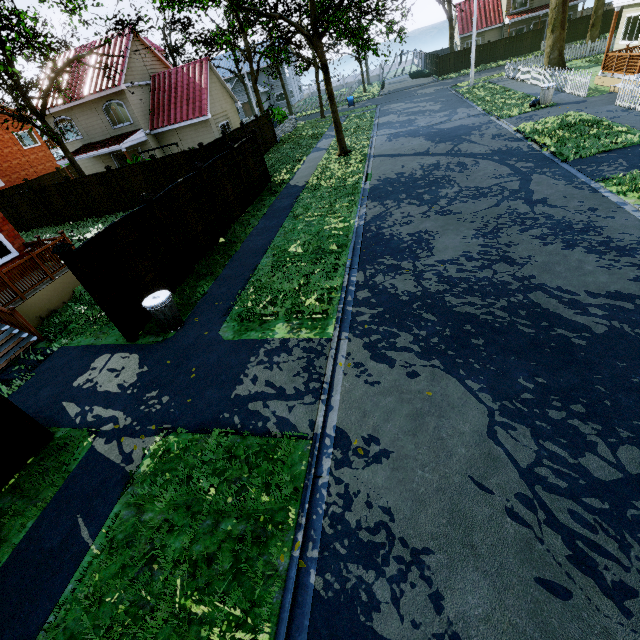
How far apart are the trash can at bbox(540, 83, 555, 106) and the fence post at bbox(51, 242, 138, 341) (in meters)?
21.82

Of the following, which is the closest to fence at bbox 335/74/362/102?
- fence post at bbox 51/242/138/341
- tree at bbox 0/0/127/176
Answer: fence post at bbox 51/242/138/341

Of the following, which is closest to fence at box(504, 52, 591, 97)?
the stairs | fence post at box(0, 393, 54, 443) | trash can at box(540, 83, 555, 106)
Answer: trash can at box(540, 83, 555, 106)

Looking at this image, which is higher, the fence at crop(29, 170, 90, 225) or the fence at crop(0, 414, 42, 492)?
the fence at crop(29, 170, 90, 225)

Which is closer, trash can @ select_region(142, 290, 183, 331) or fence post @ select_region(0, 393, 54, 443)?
fence post @ select_region(0, 393, 54, 443)

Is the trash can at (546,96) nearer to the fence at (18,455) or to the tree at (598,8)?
the tree at (598,8)

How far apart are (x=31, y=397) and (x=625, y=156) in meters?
17.6 m

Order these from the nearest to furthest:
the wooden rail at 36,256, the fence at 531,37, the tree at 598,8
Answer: the wooden rail at 36,256
the tree at 598,8
the fence at 531,37
